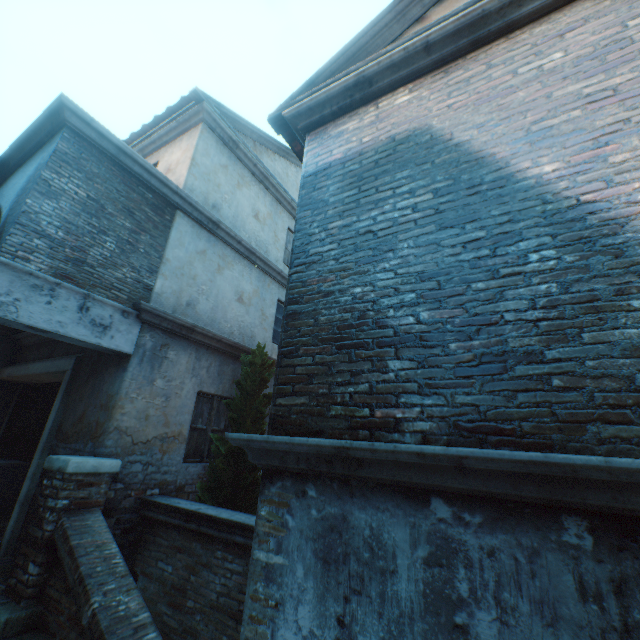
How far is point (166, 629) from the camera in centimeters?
430cm

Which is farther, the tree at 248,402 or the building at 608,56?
the tree at 248,402

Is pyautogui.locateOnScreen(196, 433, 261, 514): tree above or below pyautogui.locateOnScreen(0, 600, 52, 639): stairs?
above

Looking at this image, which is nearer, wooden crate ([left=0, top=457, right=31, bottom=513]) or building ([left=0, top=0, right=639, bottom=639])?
building ([left=0, top=0, right=639, bottom=639])

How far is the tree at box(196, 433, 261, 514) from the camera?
5.29m

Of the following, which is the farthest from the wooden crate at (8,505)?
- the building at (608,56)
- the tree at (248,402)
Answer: the tree at (248,402)

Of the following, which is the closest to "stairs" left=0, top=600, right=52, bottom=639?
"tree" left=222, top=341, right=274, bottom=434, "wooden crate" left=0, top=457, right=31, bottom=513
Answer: "tree" left=222, top=341, right=274, bottom=434

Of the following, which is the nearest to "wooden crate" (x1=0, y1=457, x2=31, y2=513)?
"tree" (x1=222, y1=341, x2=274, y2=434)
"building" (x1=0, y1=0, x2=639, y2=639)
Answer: "building" (x1=0, y1=0, x2=639, y2=639)
